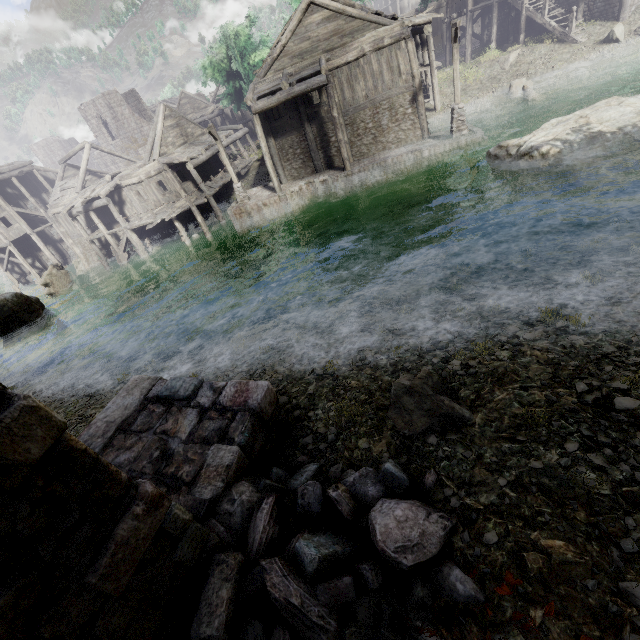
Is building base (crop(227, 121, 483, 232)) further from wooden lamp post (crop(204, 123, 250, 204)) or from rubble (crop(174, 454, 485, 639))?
rubble (crop(174, 454, 485, 639))

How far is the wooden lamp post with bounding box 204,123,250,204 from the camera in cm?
1927

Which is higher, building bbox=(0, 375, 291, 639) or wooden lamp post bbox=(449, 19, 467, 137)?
building bbox=(0, 375, 291, 639)

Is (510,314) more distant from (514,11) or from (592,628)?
(514,11)

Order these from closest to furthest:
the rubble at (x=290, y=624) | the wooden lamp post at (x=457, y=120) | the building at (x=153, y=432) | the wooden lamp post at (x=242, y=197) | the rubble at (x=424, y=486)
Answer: the building at (x=153, y=432), the rubble at (x=290, y=624), the rubble at (x=424, y=486), the wooden lamp post at (x=457, y=120), the wooden lamp post at (x=242, y=197)

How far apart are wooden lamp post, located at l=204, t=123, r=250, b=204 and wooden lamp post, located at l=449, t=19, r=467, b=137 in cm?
1305

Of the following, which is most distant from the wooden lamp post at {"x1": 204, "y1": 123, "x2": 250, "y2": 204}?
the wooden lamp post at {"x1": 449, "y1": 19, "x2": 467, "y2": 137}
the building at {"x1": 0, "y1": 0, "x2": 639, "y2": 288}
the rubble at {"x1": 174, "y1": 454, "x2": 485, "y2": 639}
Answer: the rubble at {"x1": 174, "y1": 454, "x2": 485, "y2": 639}

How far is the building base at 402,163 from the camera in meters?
18.4 m
